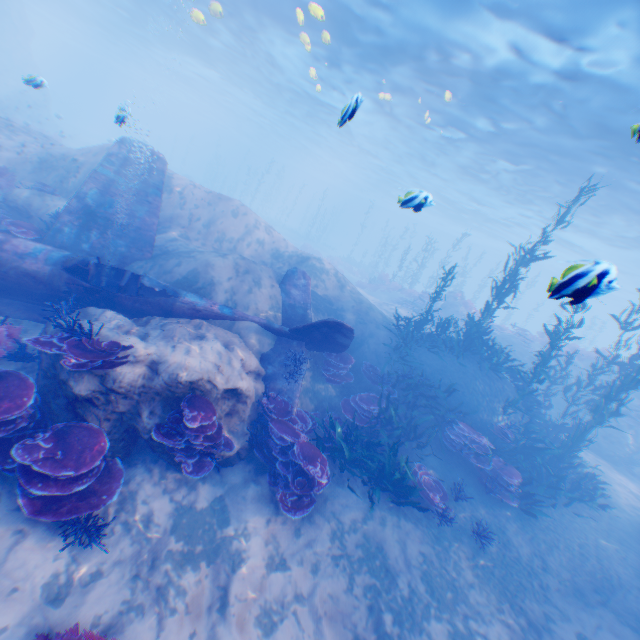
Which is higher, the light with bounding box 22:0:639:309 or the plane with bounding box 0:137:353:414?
the light with bounding box 22:0:639:309

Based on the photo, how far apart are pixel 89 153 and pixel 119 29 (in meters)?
35.10

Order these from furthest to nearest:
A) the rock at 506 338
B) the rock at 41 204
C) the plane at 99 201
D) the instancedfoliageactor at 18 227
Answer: the rock at 506 338 → the rock at 41 204 → the instancedfoliageactor at 18 227 → the plane at 99 201

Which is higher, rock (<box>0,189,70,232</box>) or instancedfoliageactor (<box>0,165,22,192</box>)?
instancedfoliageactor (<box>0,165,22,192</box>)

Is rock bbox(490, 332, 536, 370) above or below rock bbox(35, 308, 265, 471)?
above

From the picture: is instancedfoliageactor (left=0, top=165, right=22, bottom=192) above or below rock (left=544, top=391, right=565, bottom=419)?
below

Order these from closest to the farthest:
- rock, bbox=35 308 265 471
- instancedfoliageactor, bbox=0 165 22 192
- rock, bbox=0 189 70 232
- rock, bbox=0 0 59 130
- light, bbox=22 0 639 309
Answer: rock, bbox=35 308 265 471, rock, bbox=0 189 70 232, light, bbox=22 0 639 309, instancedfoliageactor, bbox=0 165 22 192, rock, bbox=0 0 59 130

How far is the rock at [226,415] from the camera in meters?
5.8 m
